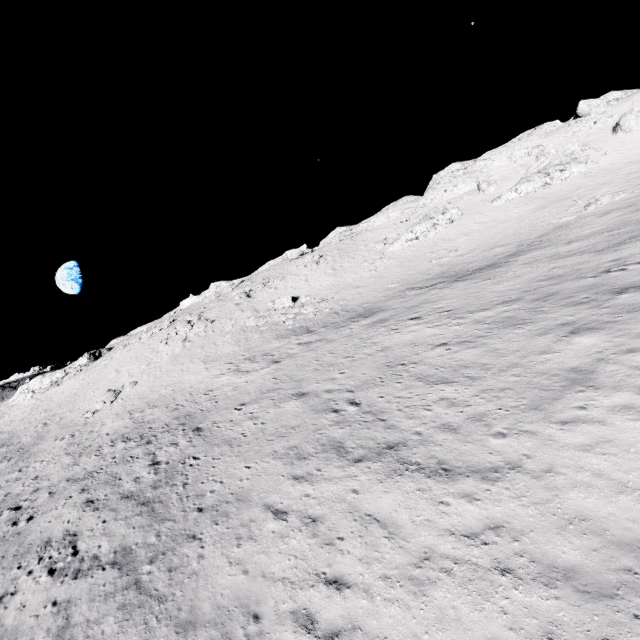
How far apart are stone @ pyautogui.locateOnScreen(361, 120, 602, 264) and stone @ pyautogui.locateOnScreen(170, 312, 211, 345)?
44.8 meters

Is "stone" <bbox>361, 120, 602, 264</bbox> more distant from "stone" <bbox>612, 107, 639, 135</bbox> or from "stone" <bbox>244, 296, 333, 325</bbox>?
"stone" <bbox>244, 296, 333, 325</bbox>

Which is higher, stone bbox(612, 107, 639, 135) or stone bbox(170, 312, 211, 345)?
stone bbox(612, 107, 639, 135)

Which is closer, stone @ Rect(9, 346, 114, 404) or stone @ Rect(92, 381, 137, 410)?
stone @ Rect(92, 381, 137, 410)

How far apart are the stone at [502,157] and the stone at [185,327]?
44.85m

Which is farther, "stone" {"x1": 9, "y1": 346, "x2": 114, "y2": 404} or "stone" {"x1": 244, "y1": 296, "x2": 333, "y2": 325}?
"stone" {"x1": 9, "y1": 346, "x2": 114, "y2": 404}

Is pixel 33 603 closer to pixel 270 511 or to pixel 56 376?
pixel 270 511

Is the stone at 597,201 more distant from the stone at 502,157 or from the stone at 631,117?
the stone at 631,117
